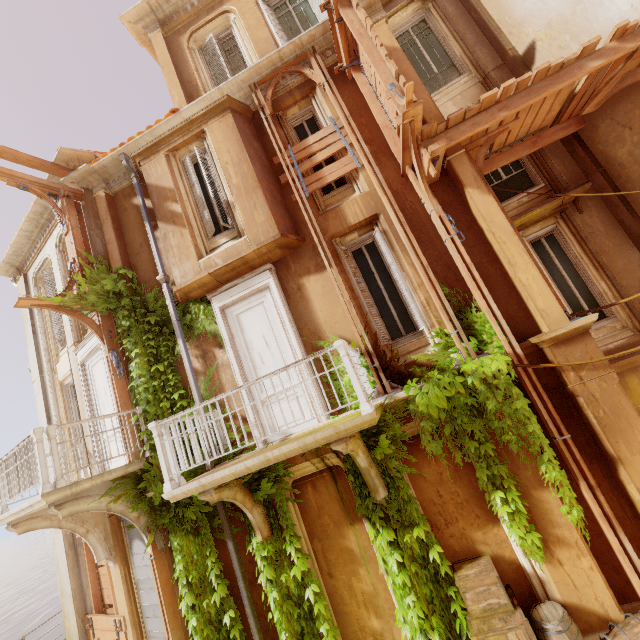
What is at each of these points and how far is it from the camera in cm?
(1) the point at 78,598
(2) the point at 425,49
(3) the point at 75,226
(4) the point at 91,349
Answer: (1) column, 877
(2) window, 953
(3) trim, 820
(4) door, 859

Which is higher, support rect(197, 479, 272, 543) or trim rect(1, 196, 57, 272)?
trim rect(1, 196, 57, 272)

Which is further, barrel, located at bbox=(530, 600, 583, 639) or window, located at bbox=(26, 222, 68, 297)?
window, located at bbox=(26, 222, 68, 297)

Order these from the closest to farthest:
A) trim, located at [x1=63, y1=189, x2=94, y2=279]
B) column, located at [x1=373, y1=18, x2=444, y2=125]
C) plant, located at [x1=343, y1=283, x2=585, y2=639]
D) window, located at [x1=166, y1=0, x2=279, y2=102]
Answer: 1. plant, located at [x1=343, y1=283, x2=585, y2=639]
2. column, located at [x1=373, y1=18, x2=444, y2=125]
3. trim, located at [x1=63, y1=189, x2=94, y2=279]
4. window, located at [x1=166, y1=0, x2=279, y2=102]

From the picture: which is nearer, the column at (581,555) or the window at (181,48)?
the column at (581,555)

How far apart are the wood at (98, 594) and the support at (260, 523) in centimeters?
507cm

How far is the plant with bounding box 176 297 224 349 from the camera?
7.45m

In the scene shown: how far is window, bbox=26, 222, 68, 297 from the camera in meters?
9.9
